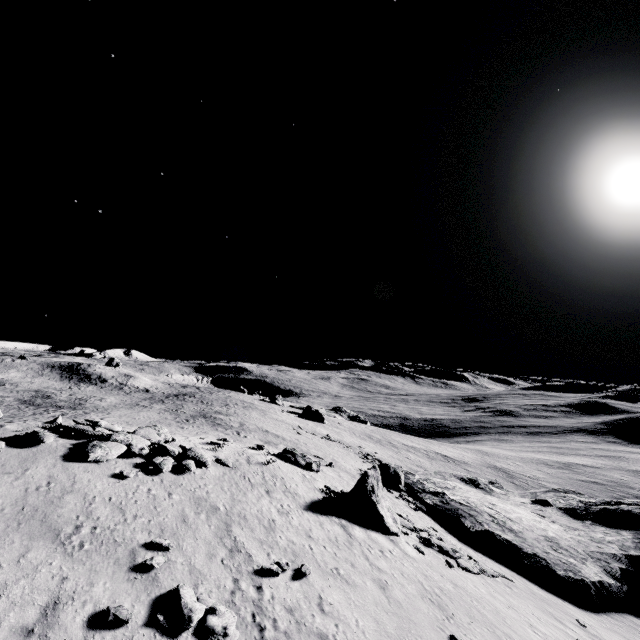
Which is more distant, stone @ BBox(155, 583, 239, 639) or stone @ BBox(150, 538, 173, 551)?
stone @ BBox(150, 538, 173, 551)

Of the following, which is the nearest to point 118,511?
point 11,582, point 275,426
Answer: point 11,582

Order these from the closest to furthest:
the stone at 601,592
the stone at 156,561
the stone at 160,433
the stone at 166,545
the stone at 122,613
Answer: the stone at 122,613 → the stone at 156,561 → the stone at 166,545 → the stone at 160,433 → the stone at 601,592

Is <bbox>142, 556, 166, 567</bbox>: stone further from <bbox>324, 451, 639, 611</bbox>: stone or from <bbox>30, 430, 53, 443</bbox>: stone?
<bbox>324, 451, 639, 611</bbox>: stone

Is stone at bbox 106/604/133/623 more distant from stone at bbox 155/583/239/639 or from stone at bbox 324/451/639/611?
stone at bbox 324/451/639/611

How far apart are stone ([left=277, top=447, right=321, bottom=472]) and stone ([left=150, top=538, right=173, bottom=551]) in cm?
1320

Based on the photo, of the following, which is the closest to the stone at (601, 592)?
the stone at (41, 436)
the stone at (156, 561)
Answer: the stone at (156, 561)

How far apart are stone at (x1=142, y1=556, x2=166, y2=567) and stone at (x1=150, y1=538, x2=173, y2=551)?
0.37m
